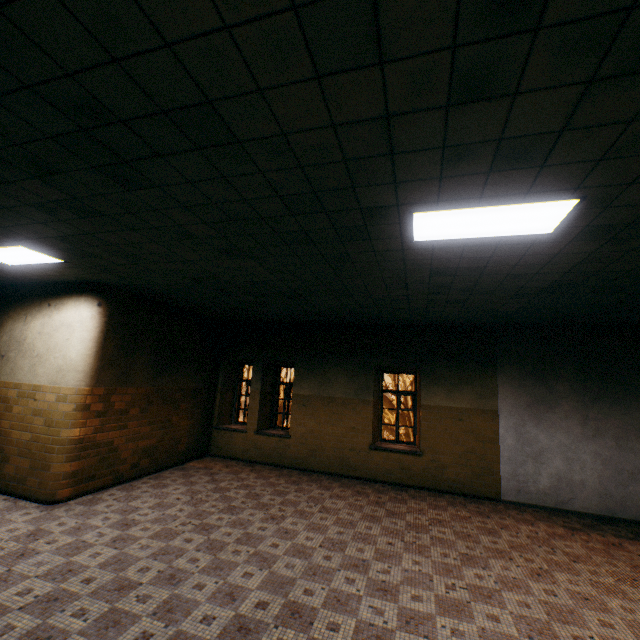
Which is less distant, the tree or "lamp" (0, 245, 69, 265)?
"lamp" (0, 245, 69, 265)

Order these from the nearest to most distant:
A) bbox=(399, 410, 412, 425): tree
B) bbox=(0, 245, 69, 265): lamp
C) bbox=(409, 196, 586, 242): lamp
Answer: bbox=(409, 196, 586, 242): lamp, bbox=(0, 245, 69, 265): lamp, bbox=(399, 410, 412, 425): tree

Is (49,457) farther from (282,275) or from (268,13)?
(268,13)

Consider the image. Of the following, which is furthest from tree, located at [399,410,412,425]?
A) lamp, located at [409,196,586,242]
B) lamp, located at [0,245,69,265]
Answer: lamp, located at [0,245,69,265]

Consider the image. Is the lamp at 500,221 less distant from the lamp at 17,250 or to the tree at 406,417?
the lamp at 17,250
